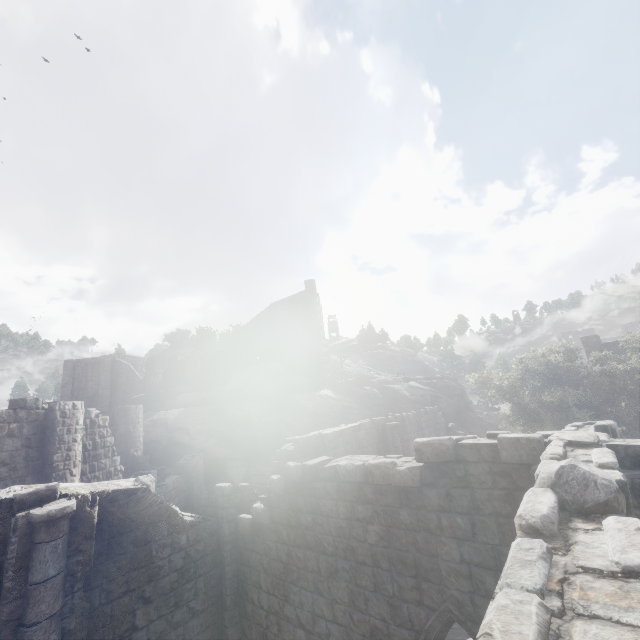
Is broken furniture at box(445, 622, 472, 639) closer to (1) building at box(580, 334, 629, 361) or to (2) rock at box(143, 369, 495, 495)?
(1) building at box(580, 334, 629, 361)

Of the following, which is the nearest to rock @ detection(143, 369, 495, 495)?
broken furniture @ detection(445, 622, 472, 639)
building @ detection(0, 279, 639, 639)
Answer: building @ detection(0, 279, 639, 639)

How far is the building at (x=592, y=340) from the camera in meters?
30.1

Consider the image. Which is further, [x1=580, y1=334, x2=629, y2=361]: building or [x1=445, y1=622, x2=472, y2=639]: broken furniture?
[x1=580, y1=334, x2=629, y2=361]: building

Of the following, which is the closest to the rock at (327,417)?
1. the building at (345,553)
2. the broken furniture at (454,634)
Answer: the building at (345,553)

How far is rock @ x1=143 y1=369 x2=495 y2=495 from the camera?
24.7m

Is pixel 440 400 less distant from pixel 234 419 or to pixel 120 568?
pixel 234 419

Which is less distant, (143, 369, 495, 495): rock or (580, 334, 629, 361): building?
(143, 369, 495, 495): rock
